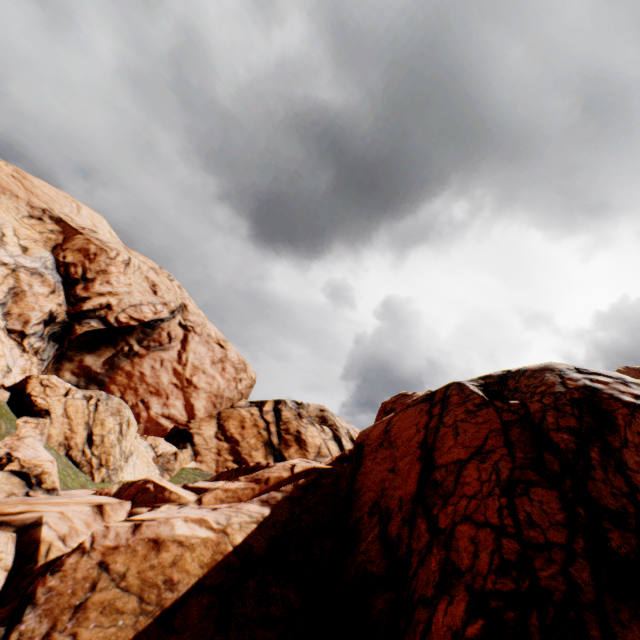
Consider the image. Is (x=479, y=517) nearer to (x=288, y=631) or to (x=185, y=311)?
(x=288, y=631)
